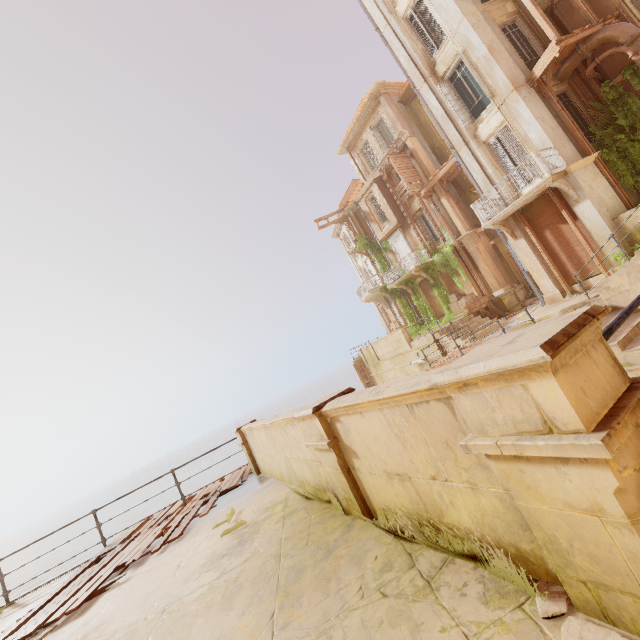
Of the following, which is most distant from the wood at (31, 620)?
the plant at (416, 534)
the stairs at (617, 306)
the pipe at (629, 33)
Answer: the pipe at (629, 33)

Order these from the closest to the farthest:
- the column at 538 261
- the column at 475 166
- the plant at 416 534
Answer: the plant at 416 534 < the column at 538 261 < the column at 475 166

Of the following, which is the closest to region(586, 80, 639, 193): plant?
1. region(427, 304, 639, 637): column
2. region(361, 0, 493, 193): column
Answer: region(361, 0, 493, 193): column

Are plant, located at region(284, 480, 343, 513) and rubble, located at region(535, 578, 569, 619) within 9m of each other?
yes

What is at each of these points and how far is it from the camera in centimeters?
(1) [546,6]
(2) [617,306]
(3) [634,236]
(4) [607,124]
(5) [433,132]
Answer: (1) trim, 1306cm
(2) stairs, 1042cm
(3) building, 1129cm
(4) plant, 1230cm
(5) window, 2225cm

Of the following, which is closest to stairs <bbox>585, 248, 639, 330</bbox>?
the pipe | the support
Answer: the pipe

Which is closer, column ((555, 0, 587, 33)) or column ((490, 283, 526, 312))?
column ((555, 0, 587, 33))

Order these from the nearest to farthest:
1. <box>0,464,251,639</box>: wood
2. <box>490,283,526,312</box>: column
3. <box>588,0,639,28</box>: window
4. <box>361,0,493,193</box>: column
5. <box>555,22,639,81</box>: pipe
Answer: <box>0,464,251,639</box>: wood, <box>555,22,639,81</box>: pipe, <box>588,0,639,28</box>: window, <box>361,0,493,193</box>: column, <box>490,283,526,312</box>: column
